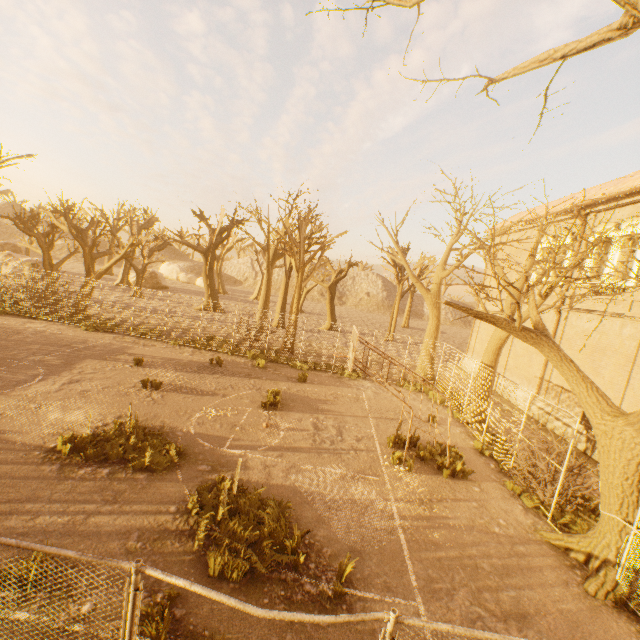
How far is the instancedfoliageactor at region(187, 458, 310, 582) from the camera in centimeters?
557cm

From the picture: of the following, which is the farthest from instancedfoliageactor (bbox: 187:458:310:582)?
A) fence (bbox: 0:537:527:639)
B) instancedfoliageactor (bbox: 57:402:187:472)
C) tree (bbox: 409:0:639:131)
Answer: tree (bbox: 409:0:639:131)

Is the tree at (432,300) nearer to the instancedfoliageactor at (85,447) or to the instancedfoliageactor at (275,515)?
the instancedfoliageactor at (275,515)

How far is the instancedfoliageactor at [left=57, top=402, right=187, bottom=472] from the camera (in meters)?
7.91

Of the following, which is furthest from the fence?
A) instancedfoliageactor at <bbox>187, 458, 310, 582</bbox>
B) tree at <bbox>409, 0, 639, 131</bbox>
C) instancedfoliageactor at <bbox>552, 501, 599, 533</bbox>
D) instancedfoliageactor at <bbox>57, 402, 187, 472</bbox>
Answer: instancedfoliageactor at <bbox>57, 402, 187, 472</bbox>

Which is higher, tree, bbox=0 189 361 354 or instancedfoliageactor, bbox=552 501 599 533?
tree, bbox=0 189 361 354

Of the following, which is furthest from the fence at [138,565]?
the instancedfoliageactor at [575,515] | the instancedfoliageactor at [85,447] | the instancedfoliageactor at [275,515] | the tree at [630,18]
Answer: the instancedfoliageactor at [85,447]

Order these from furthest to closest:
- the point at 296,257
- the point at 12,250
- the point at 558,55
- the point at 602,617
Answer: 1. the point at 12,250
2. the point at 296,257
3. the point at 602,617
4. the point at 558,55
